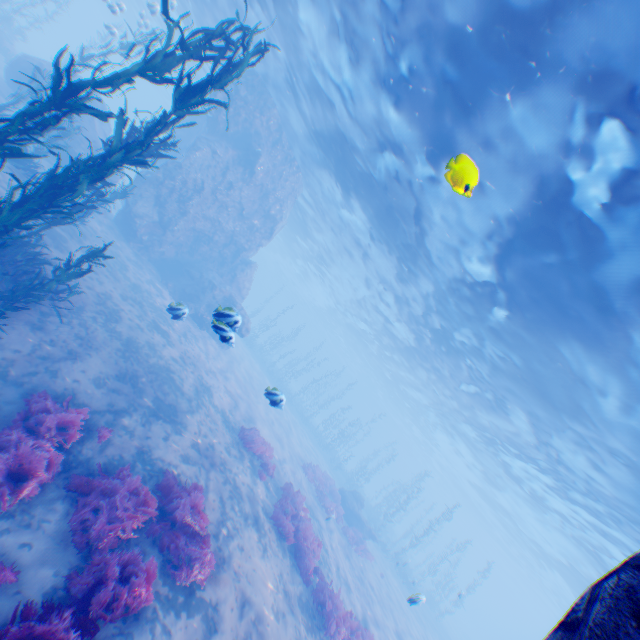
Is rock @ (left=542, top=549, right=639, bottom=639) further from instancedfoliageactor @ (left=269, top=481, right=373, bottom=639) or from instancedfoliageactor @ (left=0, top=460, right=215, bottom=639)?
instancedfoliageactor @ (left=269, top=481, right=373, bottom=639)

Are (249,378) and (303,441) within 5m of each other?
no

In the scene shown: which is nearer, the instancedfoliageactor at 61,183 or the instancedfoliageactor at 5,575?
the instancedfoliageactor at 5,575

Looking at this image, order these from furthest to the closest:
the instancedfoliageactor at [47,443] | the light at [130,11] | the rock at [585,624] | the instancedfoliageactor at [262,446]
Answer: the light at [130,11]
the instancedfoliageactor at [262,446]
the instancedfoliageactor at [47,443]
the rock at [585,624]

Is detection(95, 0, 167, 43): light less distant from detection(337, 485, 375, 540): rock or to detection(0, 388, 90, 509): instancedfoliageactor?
detection(0, 388, 90, 509): instancedfoliageactor

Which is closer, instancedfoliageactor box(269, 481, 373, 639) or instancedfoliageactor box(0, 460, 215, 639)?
instancedfoliageactor box(0, 460, 215, 639)

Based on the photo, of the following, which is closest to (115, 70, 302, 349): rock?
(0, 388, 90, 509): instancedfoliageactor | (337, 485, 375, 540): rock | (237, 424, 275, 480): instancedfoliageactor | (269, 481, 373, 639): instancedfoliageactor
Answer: (0, 388, 90, 509): instancedfoliageactor

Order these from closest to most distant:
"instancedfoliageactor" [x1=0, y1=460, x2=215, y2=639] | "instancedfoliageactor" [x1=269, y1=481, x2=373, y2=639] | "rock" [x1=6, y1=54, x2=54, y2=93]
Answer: "instancedfoliageactor" [x1=0, y1=460, x2=215, y2=639], "instancedfoliageactor" [x1=269, y1=481, x2=373, y2=639], "rock" [x1=6, y1=54, x2=54, y2=93]
